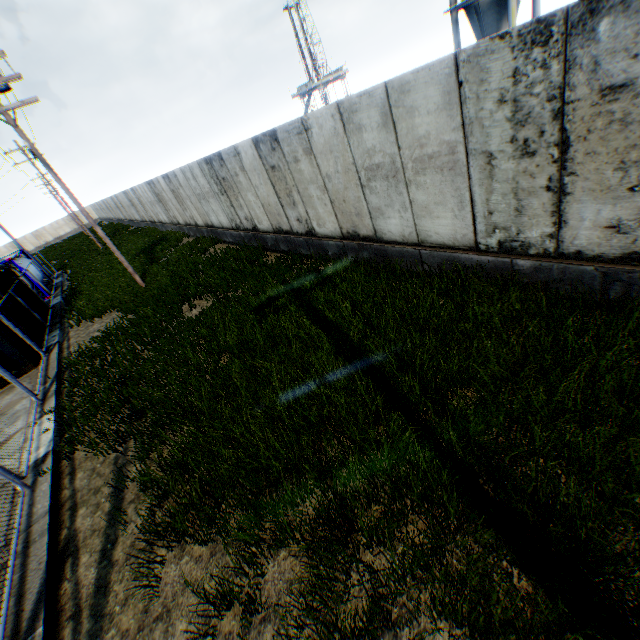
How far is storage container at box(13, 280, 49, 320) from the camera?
15.69m

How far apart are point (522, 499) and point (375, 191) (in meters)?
5.75

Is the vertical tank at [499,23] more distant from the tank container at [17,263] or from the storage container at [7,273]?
the tank container at [17,263]

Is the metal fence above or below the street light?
below

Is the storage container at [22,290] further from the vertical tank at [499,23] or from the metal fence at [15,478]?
the vertical tank at [499,23]

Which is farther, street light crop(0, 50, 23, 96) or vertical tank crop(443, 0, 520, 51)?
vertical tank crop(443, 0, 520, 51)

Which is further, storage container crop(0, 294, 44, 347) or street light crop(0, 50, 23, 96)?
storage container crop(0, 294, 44, 347)

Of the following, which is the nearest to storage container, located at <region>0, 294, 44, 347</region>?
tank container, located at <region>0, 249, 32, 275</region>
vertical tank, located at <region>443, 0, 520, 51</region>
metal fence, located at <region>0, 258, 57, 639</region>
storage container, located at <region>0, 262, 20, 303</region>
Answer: metal fence, located at <region>0, 258, 57, 639</region>
